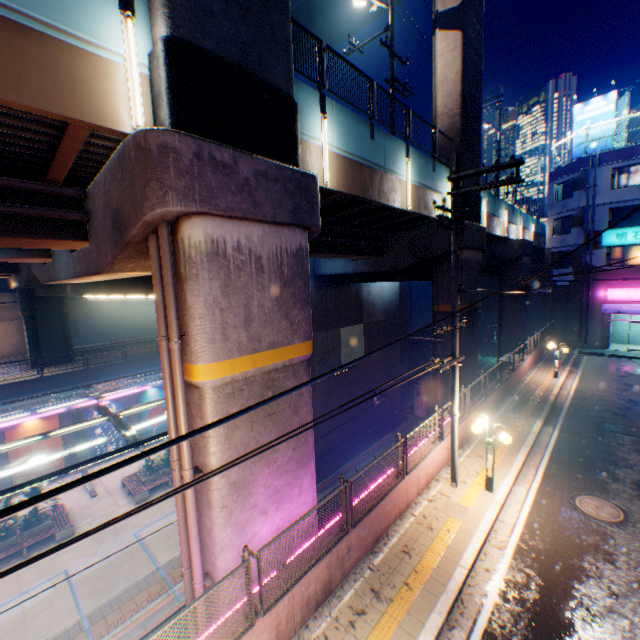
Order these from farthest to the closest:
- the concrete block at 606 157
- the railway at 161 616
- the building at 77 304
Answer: the building at 77 304
the concrete block at 606 157
the railway at 161 616

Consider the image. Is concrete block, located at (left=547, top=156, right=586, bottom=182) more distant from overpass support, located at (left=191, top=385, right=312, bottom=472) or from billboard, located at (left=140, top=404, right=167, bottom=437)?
billboard, located at (left=140, top=404, right=167, bottom=437)

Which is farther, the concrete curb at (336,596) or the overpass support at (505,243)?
the overpass support at (505,243)

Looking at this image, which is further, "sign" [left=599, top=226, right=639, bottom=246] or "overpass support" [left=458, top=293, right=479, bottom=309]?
"sign" [left=599, top=226, right=639, bottom=246]

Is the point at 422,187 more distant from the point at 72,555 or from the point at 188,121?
the point at 72,555

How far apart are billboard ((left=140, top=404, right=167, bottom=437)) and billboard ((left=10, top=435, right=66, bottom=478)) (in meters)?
4.76

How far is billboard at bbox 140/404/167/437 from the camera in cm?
2548
